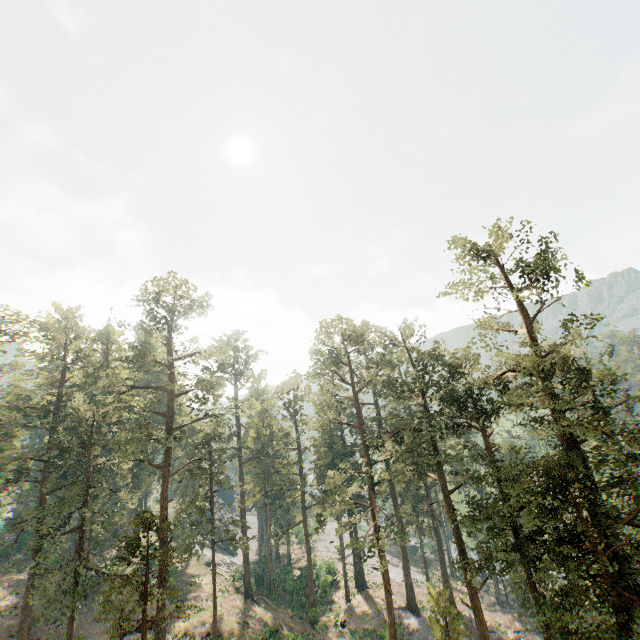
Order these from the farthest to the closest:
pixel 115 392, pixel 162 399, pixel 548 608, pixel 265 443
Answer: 1. pixel 162 399
2. pixel 265 443
3. pixel 115 392
4. pixel 548 608
